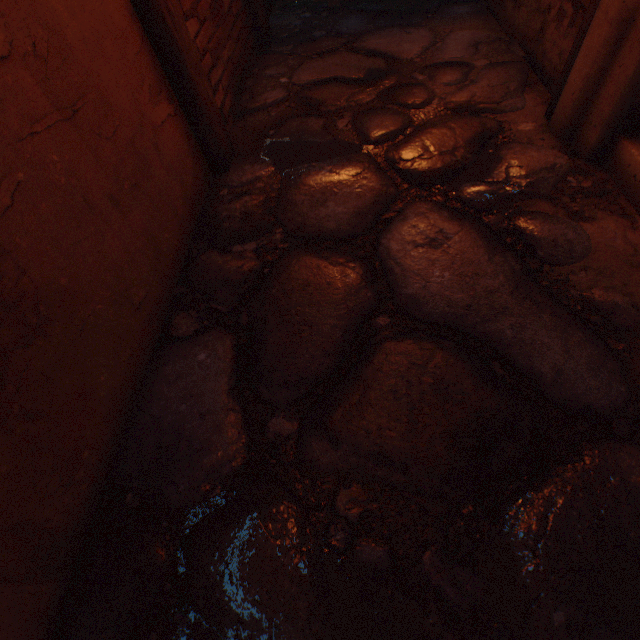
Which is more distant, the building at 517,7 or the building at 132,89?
the building at 517,7

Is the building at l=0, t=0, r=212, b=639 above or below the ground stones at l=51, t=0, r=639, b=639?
above

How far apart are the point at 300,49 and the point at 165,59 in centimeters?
192cm

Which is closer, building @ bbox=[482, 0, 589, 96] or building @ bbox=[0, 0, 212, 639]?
building @ bbox=[0, 0, 212, 639]

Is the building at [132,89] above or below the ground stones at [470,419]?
above

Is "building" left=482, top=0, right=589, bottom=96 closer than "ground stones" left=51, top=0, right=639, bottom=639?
No
